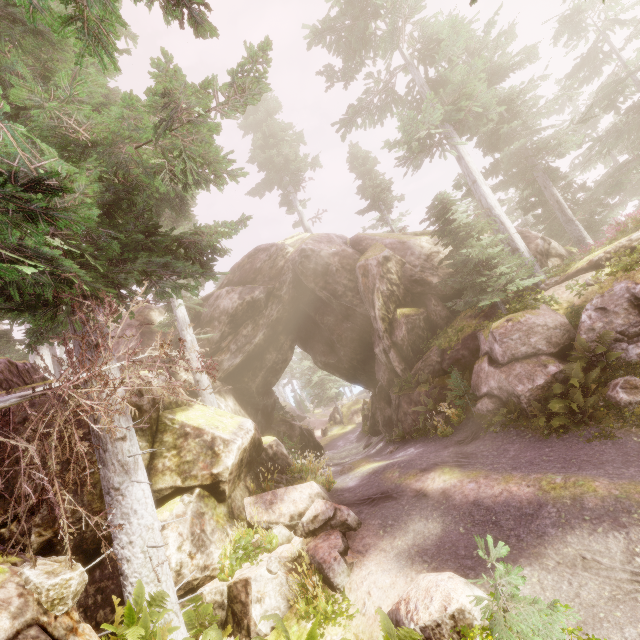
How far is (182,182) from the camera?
8.4 meters

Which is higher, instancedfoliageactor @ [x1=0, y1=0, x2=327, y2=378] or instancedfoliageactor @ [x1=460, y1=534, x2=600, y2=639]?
instancedfoliageactor @ [x1=0, y1=0, x2=327, y2=378]

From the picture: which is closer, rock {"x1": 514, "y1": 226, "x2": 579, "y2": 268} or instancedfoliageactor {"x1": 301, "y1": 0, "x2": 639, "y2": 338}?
instancedfoliageactor {"x1": 301, "y1": 0, "x2": 639, "y2": 338}

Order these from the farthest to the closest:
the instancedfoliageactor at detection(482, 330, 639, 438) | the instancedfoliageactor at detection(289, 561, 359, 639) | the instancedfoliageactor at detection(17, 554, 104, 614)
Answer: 1. the instancedfoliageactor at detection(482, 330, 639, 438)
2. the instancedfoliageactor at detection(289, 561, 359, 639)
3. the instancedfoliageactor at detection(17, 554, 104, 614)

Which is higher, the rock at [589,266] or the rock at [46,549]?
the rock at [589,266]

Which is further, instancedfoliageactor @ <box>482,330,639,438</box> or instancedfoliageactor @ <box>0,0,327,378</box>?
instancedfoliageactor @ <box>482,330,639,438</box>

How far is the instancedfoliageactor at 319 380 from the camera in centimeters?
4209cm
